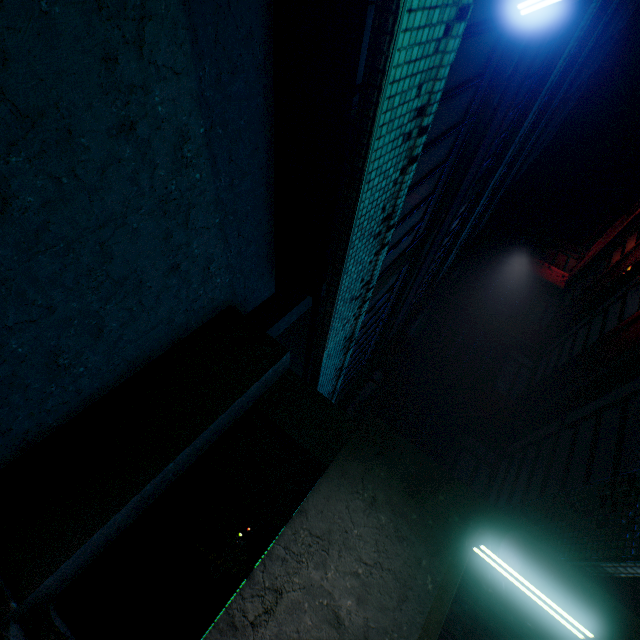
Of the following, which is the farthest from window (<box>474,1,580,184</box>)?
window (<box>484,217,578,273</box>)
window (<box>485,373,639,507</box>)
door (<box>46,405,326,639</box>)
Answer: window (<box>484,217,578,273</box>)

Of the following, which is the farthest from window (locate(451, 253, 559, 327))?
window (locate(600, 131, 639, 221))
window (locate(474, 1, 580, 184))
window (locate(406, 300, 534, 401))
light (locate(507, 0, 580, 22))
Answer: light (locate(507, 0, 580, 22))

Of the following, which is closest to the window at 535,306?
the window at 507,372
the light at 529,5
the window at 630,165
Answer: the window at 507,372

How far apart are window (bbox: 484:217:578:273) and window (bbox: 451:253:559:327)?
1.5m

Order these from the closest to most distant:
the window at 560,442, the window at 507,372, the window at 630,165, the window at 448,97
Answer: the window at 448,97, the window at 560,442, the window at 507,372, the window at 630,165

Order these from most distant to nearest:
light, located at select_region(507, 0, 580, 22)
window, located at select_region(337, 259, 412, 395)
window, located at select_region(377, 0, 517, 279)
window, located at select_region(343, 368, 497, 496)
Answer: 1. window, located at select_region(343, 368, 497, 496)
2. window, located at select_region(337, 259, 412, 395)
3. window, located at select_region(377, 0, 517, 279)
4. light, located at select_region(507, 0, 580, 22)

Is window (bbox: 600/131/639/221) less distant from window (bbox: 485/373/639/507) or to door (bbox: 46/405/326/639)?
window (bbox: 485/373/639/507)

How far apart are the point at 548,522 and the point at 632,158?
19.1m
